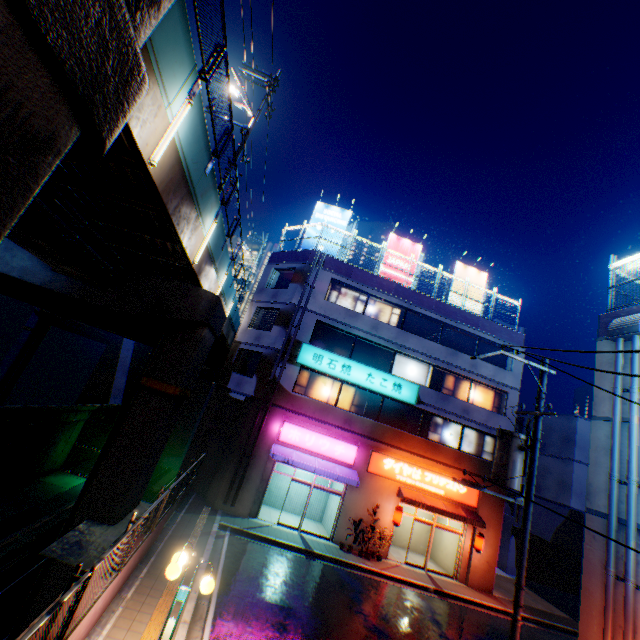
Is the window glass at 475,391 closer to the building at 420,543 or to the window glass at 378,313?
the building at 420,543

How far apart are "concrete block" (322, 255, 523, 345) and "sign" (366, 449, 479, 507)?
9.4 meters

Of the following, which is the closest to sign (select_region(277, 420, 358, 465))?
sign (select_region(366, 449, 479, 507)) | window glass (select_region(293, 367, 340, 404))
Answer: sign (select_region(366, 449, 479, 507))

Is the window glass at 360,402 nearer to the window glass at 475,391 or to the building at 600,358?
the building at 600,358

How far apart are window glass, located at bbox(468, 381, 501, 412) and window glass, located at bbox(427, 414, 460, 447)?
1.4 meters

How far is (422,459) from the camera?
19.00m

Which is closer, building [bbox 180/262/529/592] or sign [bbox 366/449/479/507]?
building [bbox 180/262/529/592]

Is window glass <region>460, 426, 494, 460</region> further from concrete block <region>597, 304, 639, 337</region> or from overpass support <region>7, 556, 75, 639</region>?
overpass support <region>7, 556, 75, 639</region>
